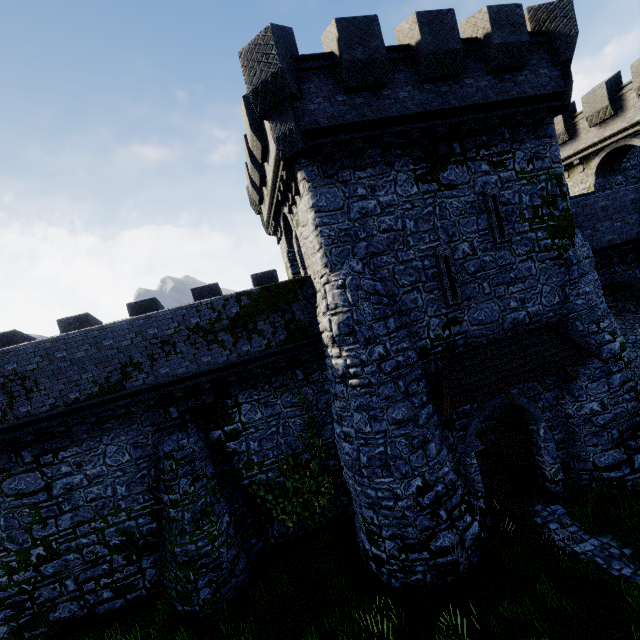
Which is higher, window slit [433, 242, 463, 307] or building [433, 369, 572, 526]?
window slit [433, 242, 463, 307]

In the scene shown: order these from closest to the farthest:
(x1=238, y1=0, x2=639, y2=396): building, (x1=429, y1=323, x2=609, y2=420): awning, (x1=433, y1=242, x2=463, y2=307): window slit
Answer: (x1=238, y1=0, x2=639, y2=396): building → (x1=429, y1=323, x2=609, y2=420): awning → (x1=433, y1=242, x2=463, y2=307): window slit

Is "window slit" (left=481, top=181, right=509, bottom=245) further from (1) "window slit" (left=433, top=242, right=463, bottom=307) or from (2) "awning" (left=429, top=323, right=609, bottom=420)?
(2) "awning" (left=429, top=323, right=609, bottom=420)

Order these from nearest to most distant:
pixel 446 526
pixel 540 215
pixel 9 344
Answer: pixel 446 526
pixel 540 215
pixel 9 344

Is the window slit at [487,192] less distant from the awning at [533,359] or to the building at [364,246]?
the building at [364,246]

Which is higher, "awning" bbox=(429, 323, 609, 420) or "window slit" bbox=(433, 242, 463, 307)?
"window slit" bbox=(433, 242, 463, 307)

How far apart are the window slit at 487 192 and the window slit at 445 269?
1.53m

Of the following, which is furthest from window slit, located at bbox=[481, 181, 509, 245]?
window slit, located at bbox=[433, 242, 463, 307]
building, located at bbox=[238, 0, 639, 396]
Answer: window slit, located at bbox=[433, 242, 463, 307]
